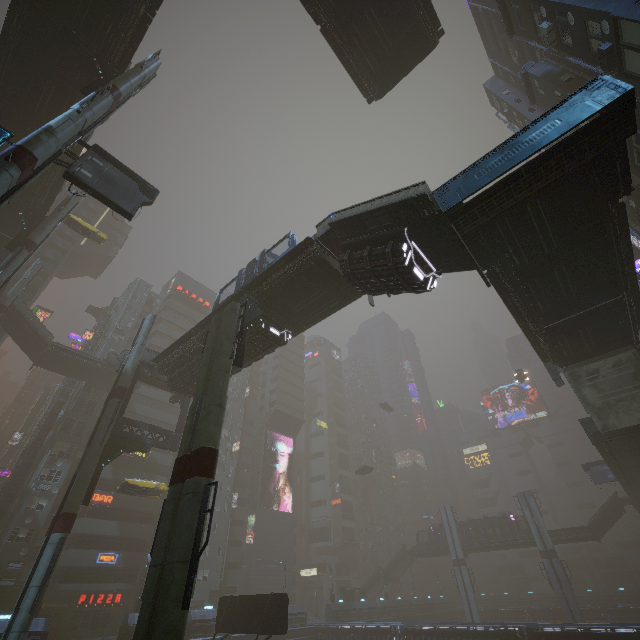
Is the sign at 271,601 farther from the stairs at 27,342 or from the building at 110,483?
the stairs at 27,342

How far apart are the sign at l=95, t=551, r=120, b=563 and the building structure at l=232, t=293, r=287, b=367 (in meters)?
37.91

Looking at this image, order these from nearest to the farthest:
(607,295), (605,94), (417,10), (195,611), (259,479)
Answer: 1. (605,94)
2. (607,295)
3. (417,10)
4. (195,611)
5. (259,479)

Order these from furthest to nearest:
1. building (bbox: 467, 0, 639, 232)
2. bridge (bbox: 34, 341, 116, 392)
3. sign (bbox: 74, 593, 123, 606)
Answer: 1. bridge (bbox: 34, 341, 116, 392)
2. sign (bbox: 74, 593, 123, 606)
3. building (bbox: 467, 0, 639, 232)

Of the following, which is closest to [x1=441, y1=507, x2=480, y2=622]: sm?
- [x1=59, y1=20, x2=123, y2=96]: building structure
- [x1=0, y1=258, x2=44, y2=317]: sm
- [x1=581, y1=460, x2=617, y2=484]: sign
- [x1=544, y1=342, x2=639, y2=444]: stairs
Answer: [x1=59, y1=20, x2=123, y2=96]: building structure

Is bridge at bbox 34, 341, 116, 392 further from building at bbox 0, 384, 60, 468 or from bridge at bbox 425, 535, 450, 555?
bridge at bbox 425, 535, 450, 555

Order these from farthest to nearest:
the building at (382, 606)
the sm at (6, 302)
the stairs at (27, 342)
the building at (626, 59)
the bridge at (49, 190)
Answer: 1. the building at (382, 606)
2. the stairs at (27, 342)
3. the sm at (6, 302)
4. the bridge at (49, 190)
5. the building at (626, 59)

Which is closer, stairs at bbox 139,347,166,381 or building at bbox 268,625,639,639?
stairs at bbox 139,347,166,381
